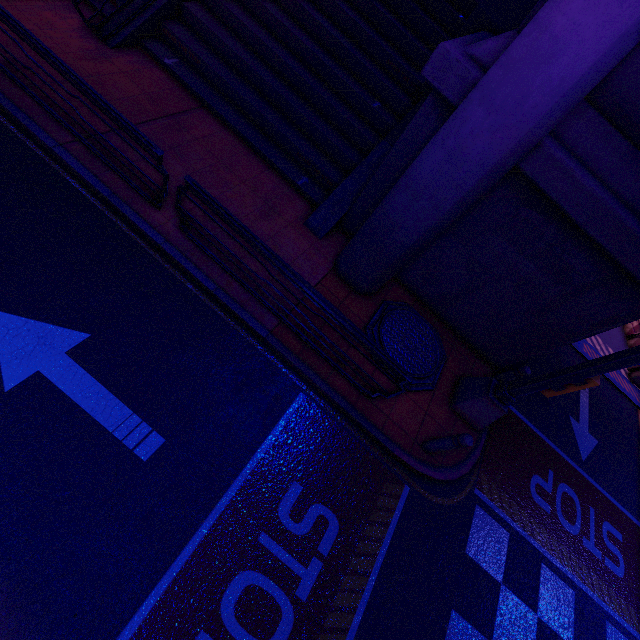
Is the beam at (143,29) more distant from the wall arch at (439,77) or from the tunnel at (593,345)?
the tunnel at (593,345)

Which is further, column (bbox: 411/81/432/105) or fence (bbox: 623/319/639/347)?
fence (bbox: 623/319/639/347)

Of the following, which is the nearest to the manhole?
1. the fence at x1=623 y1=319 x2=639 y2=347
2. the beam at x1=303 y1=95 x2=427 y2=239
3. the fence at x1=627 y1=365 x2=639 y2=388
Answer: the beam at x1=303 y1=95 x2=427 y2=239

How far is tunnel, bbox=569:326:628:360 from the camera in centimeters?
1084cm

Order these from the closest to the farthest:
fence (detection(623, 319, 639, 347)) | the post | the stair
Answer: the post → the stair → fence (detection(623, 319, 639, 347))

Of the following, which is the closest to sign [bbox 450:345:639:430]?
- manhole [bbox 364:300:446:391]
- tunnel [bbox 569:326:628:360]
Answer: manhole [bbox 364:300:446:391]

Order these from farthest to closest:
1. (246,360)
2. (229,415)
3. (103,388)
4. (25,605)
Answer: (246,360) → (229,415) → (103,388) → (25,605)

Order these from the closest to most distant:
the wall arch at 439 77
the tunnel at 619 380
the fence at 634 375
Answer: the wall arch at 439 77 → the tunnel at 619 380 → the fence at 634 375
